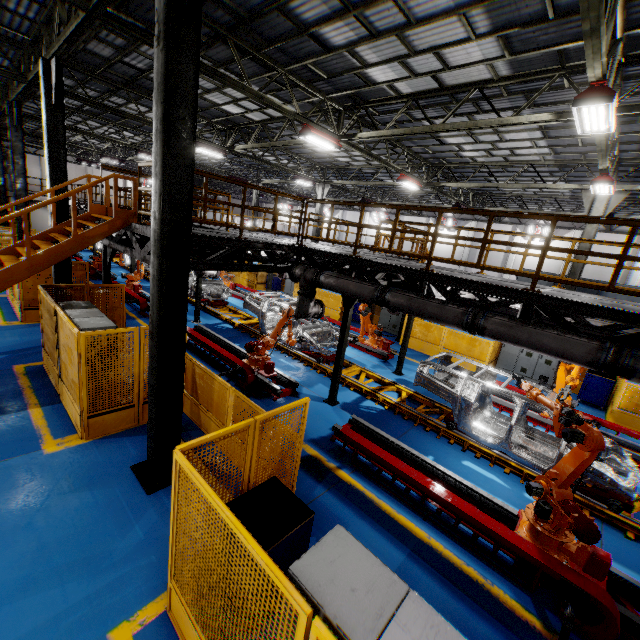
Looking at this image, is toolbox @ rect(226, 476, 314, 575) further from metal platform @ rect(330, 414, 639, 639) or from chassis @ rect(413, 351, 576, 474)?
chassis @ rect(413, 351, 576, 474)

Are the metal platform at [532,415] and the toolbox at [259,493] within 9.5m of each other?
yes

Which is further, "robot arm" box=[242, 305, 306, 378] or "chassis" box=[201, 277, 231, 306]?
"chassis" box=[201, 277, 231, 306]

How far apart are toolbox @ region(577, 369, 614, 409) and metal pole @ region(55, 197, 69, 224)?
18.09m

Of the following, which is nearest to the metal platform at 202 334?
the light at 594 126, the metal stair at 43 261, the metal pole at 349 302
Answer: the metal pole at 349 302

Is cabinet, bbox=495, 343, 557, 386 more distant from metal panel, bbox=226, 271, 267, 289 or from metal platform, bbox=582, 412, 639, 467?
metal platform, bbox=582, 412, 639, 467

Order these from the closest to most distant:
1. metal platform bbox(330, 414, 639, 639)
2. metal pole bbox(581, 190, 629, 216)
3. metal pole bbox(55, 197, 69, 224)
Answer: metal platform bbox(330, 414, 639, 639) → metal pole bbox(55, 197, 69, 224) → metal pole bbox(581, 190, 629, 216)

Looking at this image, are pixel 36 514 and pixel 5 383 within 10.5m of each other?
yes
